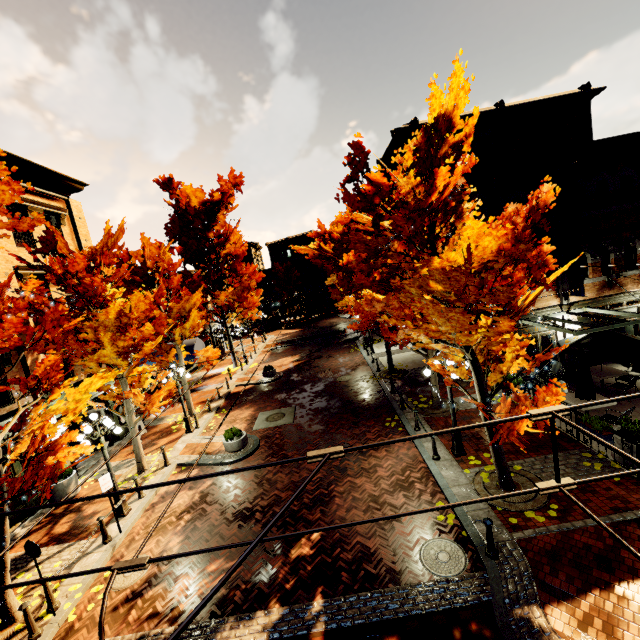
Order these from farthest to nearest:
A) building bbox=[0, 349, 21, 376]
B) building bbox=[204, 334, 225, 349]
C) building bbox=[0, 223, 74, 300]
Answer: building bbox=[204, 334, 225, 349] → building bbox=[0, 223, 74, 300] → building bbox=[0, 349, 21, 376]

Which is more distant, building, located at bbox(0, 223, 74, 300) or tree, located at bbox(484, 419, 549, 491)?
building, located at bbox(0, 223, 74, 300)

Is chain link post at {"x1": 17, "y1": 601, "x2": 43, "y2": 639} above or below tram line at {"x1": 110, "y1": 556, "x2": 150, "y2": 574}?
below

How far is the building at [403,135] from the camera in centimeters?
1858cm

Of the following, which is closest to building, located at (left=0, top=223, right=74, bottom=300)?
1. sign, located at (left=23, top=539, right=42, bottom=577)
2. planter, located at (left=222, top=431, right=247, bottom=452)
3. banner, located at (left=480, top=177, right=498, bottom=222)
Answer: sign, located at (left=23, top=539, right=42, bottom=577)

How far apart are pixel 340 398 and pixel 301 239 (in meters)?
43.13

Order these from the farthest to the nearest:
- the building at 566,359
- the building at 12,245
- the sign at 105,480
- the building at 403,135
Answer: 1. the building at 403,135
2. the building at 566,359
3. the building at 12,245
4. the sign at 105,480

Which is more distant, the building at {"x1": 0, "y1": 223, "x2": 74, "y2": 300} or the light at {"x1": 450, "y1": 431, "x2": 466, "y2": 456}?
the building at {"x1": 0, "y1": 223, "x2": 74, "y2": 300}
